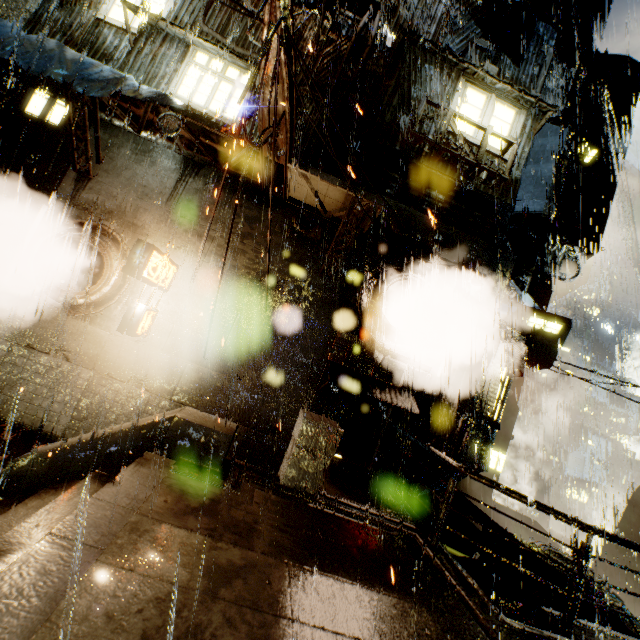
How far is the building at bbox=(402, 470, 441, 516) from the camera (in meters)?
9.67

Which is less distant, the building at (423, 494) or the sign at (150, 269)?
the sign at (150, 269)

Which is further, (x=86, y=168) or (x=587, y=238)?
(x=587, y=238)

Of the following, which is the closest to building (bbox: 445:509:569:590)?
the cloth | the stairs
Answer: the cloth

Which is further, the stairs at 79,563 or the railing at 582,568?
the railing at 582,568

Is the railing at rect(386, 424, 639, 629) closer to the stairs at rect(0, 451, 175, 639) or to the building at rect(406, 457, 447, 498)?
the building at rect(406, 457, 447, 498)

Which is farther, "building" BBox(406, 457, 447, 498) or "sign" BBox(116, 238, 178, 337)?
"building" BBox(406, 457, 447, 498)
